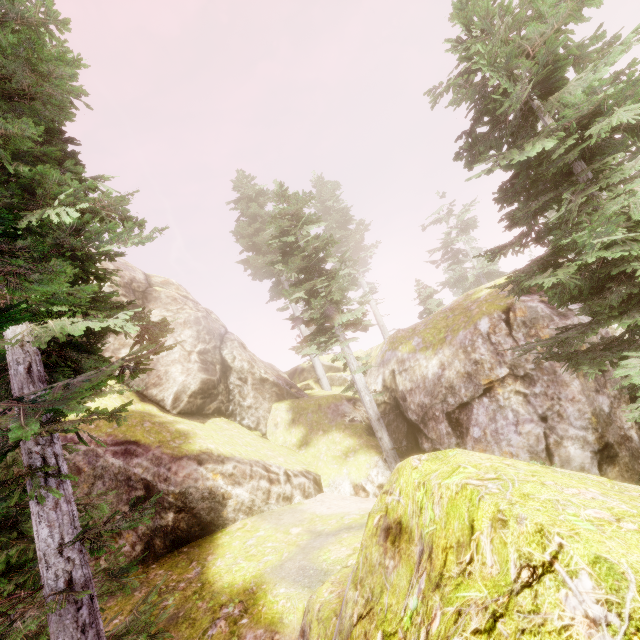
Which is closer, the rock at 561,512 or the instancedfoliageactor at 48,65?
the rock at 561,512

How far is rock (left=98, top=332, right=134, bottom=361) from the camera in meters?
18.7

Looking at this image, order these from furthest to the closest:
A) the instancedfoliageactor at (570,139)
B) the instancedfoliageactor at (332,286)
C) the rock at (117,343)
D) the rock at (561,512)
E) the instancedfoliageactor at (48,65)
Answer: the rock at (117,343), the instancedfoliageactor at (332,286), the instancedfoliageactor at (570,139), the instancedfoliageactor at (48,65), the rock at (561,512)

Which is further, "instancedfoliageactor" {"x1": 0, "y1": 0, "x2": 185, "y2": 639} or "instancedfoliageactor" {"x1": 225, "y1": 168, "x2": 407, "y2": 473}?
"instancedfoliageactor" {"x1": 225, "y1": 168, "x2": 407, "y2": 473}

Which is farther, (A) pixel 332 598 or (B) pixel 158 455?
(B) pixel 158 455

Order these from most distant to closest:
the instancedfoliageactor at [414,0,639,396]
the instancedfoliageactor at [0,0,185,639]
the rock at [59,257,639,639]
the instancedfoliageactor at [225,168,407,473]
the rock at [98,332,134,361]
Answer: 1. the rock at [98,332,134,361]
2. the instancedfoliageactor at [225,168,407,473]
3. the instancedfoliageactor at [414,0,639,396]
4. the instancedfoliageactor at [0,0,185,639]
5. the rock at [59,257,639,639]

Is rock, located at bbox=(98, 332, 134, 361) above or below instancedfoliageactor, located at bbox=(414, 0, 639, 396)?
above

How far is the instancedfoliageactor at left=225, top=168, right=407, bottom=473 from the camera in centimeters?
1385cm
